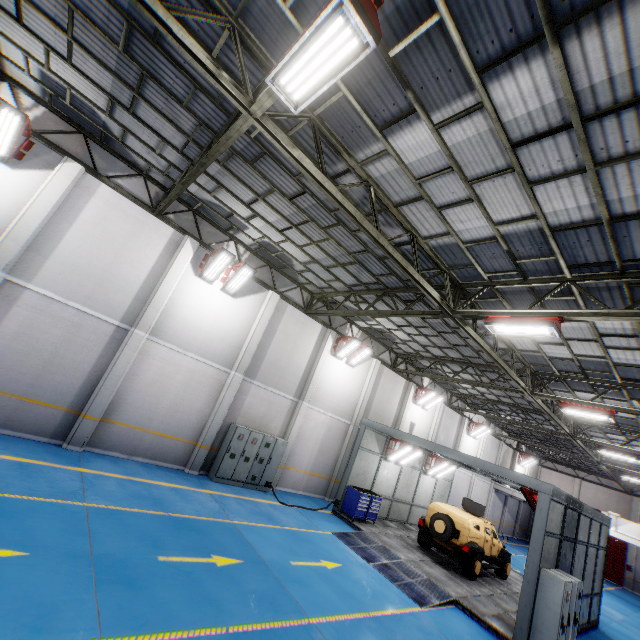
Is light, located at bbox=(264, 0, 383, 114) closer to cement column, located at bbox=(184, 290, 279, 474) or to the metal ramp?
cement column, located at bbox=(184, 290, 279, 474)

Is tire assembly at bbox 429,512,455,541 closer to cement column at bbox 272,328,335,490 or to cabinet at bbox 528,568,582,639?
cabinet at bbox 528,568,582,639

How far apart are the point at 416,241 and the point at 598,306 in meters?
5.2 m

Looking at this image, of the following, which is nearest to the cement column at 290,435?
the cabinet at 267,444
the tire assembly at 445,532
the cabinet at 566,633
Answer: the cabinet at 267,444

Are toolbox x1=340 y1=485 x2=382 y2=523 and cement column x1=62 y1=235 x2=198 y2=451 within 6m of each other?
no

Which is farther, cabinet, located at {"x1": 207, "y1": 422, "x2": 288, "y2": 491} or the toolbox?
the toolbox

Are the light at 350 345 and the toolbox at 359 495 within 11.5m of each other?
yes

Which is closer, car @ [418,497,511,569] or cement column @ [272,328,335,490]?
car @ [418,497,511,569]
